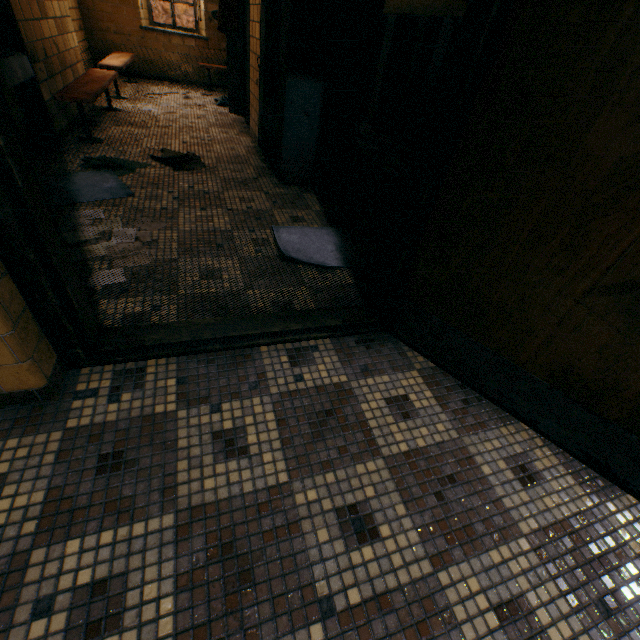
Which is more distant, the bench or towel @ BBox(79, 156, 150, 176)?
towel @ BBox(79, 156, 150, 176)

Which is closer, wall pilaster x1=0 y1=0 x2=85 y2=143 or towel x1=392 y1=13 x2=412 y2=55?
wall pilaster x1=0 y1=0 x2=85 y2=143

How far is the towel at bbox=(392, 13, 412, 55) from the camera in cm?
516

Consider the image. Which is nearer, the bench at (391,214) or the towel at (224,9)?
the bench at (391,214)

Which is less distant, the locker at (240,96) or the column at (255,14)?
the column at (255,14)

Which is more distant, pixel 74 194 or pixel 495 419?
pixel 74 194

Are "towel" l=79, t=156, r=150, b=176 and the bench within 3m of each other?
yes

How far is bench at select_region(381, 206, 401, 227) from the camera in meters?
2.1
